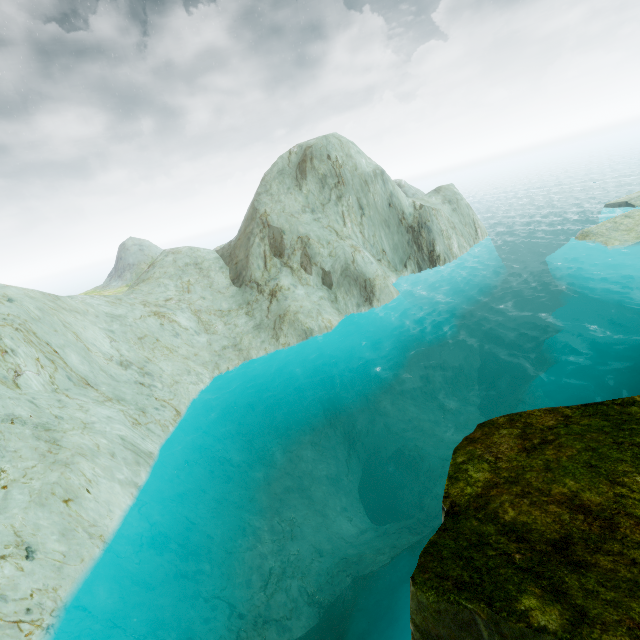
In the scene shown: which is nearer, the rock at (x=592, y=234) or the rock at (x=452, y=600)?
the rock at (x=452, y=600)

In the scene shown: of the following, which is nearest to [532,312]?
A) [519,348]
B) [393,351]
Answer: [519,348]

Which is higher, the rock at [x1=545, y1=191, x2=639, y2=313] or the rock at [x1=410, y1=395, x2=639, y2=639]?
the rock at [x1=410, y1=395, x2=639, y2=639]

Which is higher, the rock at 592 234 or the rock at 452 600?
the rock at 452 600

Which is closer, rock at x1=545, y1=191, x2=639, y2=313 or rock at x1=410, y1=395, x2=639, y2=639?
rock at x1=410, y1=395, x2=639, y2=639
